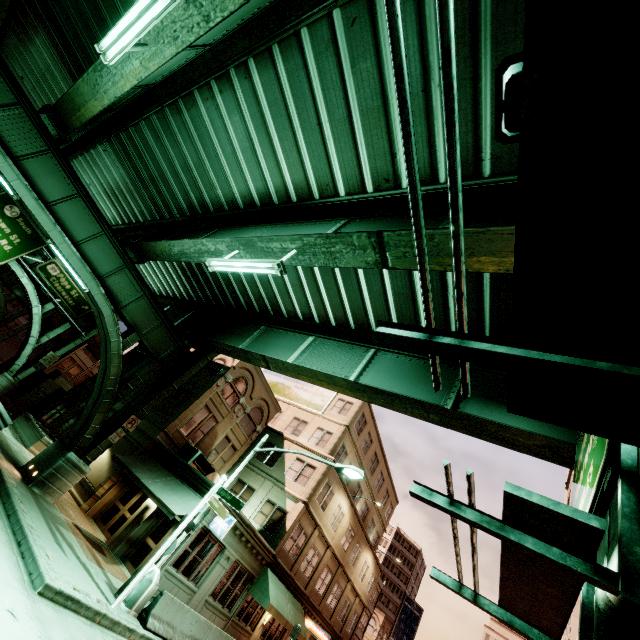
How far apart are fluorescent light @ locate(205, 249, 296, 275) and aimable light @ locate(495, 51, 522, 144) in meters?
6.8

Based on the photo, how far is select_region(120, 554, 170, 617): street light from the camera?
10.7m

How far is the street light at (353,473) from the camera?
12.4 meters

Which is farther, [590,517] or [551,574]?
[551,574]

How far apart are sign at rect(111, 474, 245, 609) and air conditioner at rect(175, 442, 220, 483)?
7.43m

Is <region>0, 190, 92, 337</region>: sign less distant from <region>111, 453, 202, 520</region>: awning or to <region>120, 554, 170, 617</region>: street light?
<region>111, 453, 202, 520</region>: awning

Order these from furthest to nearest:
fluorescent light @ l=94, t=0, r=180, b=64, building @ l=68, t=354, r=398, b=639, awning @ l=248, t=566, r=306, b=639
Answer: awning @ l=248, t=566, r=306, b=639, building @ l=68, t=354, r=398, b=639, fluorescent light @ l=94, t=0, r=180, b=64

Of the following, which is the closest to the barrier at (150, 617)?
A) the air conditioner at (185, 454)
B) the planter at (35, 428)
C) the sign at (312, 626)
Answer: the air conditioner at (185, 454)
